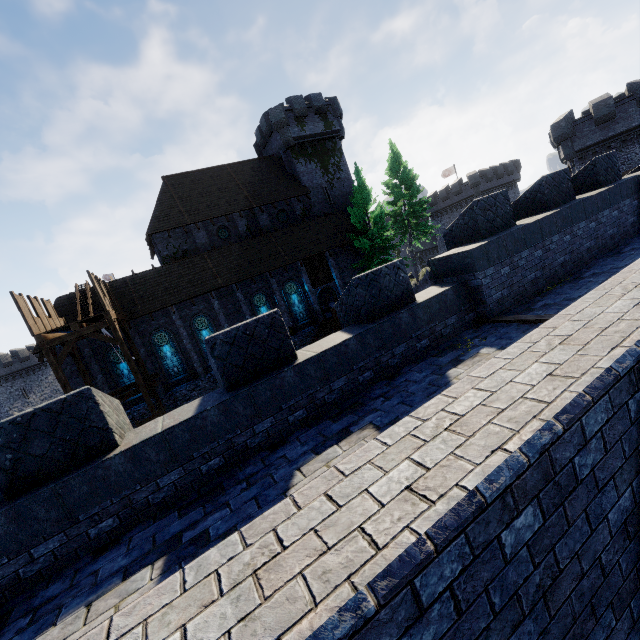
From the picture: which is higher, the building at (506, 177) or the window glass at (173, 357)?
the building at (506, 177)

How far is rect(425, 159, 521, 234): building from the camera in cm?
4697

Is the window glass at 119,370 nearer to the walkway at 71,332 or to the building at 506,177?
the walkway at 71,332

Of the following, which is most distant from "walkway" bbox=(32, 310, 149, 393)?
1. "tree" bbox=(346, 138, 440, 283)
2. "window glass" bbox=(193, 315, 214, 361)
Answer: "tree" bbox=(346, 138, 440, 283)

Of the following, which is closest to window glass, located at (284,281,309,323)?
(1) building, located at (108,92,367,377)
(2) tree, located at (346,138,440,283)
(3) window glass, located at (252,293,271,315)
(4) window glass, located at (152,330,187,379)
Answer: (1) building, located at (108,92,367,377)

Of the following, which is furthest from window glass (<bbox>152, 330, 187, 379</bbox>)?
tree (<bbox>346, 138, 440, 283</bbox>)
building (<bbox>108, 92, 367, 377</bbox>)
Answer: tree (<bbox>346, 138, 440, 283</bbox>)

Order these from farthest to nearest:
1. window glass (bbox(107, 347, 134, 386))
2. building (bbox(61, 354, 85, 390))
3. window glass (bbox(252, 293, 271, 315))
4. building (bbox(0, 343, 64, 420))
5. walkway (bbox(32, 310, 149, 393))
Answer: building (bbox(0, 343, 64, 420)), window glass (bbox(252, 293, 271, 315)), window glass (bbox(107, 347, 134, 386)), building (bbox(61, 354, 85, 390)), walkway (bbox(32, 310, 149, 393))

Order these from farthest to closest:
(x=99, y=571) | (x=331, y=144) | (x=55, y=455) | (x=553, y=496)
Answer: (x=331, y=144) < (x=55, y=455) < (x=99, y=571) < (x=553, y=496)
